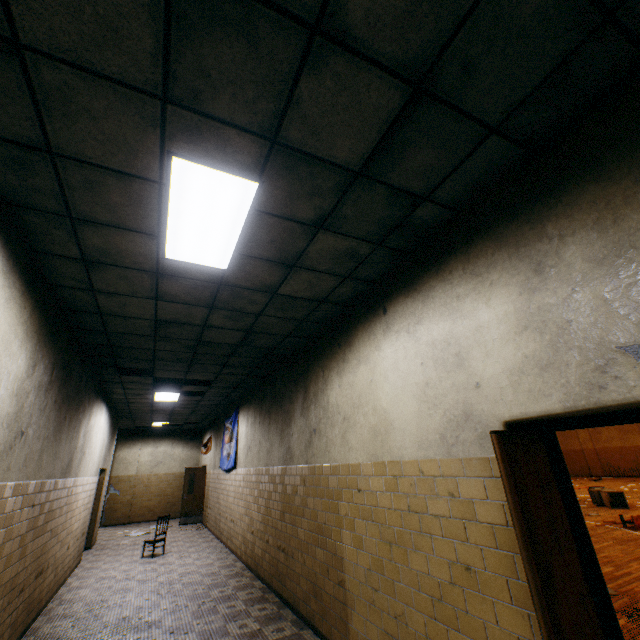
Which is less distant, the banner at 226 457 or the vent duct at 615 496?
the banner at 226 457

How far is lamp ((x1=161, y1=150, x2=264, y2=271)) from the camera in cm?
236

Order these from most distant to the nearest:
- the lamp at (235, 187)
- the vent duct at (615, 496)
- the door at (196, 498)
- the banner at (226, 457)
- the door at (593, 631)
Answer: the door at (196, 498) < the vent duct at (615, 496) < the banner at (226, 457) < the lamp at (235, 187) < the door at (593, 631)

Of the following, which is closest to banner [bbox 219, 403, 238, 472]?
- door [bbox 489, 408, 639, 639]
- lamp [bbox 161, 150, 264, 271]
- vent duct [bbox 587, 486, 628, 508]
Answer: lamp [bbox 161, 150, 264, 271]

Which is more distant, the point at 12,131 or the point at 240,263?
the point at 240,263

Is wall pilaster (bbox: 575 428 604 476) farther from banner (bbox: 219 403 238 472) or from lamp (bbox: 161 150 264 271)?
lamp (bbox: 161 150 264 271)

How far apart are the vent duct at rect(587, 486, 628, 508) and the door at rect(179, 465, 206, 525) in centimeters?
1502cm

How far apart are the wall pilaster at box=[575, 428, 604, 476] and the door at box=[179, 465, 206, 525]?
27.75m
